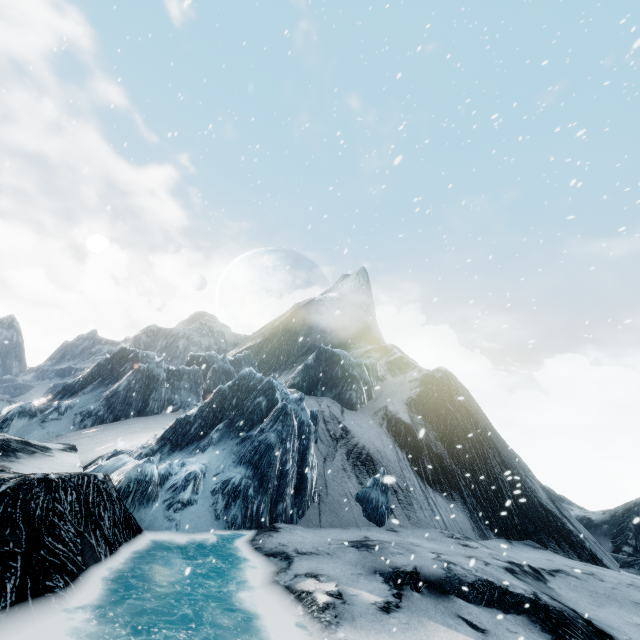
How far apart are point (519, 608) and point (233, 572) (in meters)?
6.20
